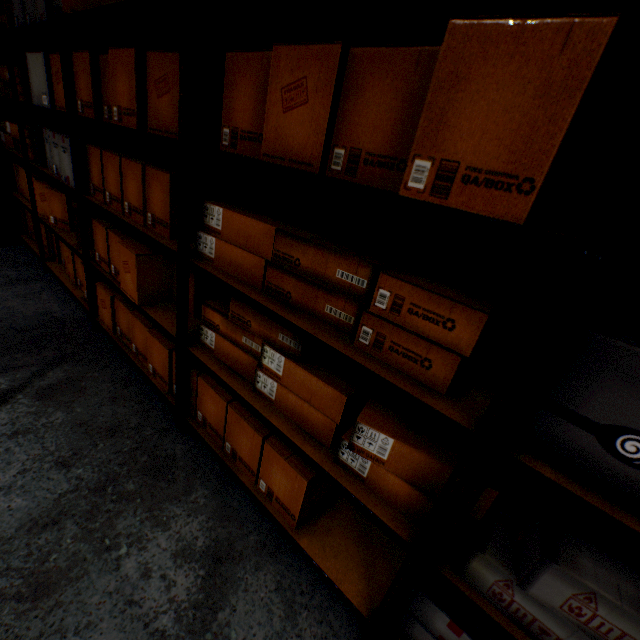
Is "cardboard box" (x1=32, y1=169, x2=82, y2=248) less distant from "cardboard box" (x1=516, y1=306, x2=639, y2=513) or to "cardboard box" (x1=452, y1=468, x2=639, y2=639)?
"cardboard box" (x1=452, y1=468, x2=639, y2=639)

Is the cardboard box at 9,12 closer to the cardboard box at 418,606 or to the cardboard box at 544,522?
the cardboard box at 544,522

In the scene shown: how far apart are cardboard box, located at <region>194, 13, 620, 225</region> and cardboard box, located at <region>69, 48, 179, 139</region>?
0.2 meters

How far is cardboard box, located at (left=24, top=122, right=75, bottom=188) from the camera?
2.01m

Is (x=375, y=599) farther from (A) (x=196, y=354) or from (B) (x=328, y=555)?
(A) (x=196, y=354)

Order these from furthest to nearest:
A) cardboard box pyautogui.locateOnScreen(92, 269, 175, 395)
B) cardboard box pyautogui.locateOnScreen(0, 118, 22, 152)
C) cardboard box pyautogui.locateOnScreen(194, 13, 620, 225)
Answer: cardboard box pyautogui.locateOnScreen(0, 118, 22, 152) < cardboard box pyautogui.locateOnScreen(92, 269, 175, 395) < cardboard box pyautogui.locateOnScreen(194, 13, 620, 225)

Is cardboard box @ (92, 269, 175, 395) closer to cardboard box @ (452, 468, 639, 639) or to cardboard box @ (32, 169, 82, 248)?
cardboard box @ (452, 468, 639, 639)

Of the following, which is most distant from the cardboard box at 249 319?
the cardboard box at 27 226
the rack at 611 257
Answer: the cardboard box at 27 226
